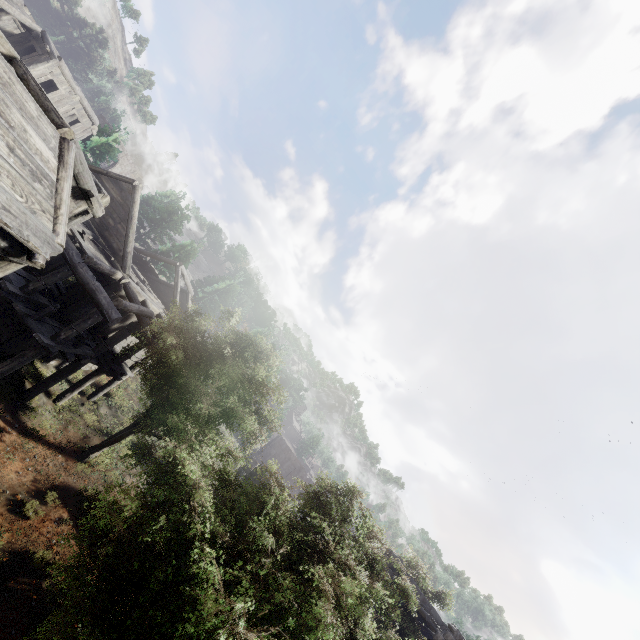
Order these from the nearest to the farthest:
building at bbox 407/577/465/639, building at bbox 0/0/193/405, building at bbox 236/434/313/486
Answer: building at bbox 0/0/193/405 → building at bbox 407/577/465/639 → building at bbox 236/434/313/486

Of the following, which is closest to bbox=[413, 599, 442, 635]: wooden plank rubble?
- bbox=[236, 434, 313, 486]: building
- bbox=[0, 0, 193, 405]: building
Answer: A: bbox=[0, 0, 193, 405]: building

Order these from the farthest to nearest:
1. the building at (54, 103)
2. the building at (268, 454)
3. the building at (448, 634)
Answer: the building at (268, 454) → the building at (448, 634) → the building at (54, 103)

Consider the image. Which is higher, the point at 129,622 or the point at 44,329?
the point at 129,622

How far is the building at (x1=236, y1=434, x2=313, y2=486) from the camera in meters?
20.9 m

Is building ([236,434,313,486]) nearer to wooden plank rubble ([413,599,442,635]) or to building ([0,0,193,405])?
building ([0,0,193,405])

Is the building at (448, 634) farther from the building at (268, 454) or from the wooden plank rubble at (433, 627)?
the building at (268, 454)
